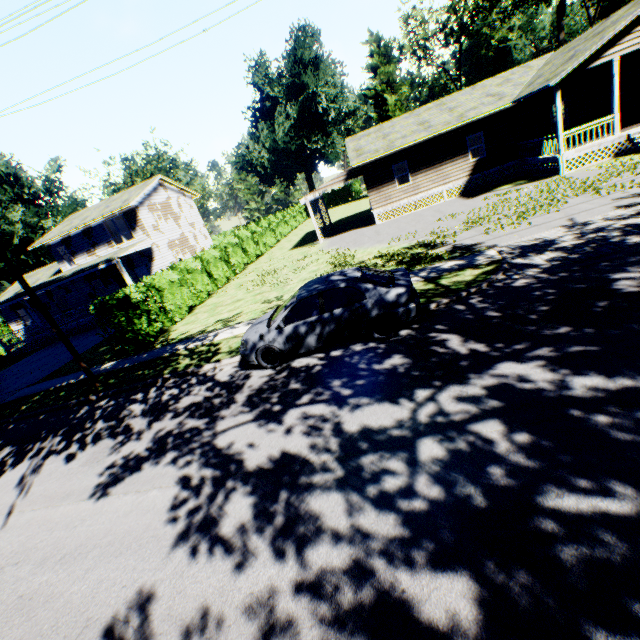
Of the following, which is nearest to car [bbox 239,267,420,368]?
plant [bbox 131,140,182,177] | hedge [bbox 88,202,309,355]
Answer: hedge [bbox 88,202,309,355]

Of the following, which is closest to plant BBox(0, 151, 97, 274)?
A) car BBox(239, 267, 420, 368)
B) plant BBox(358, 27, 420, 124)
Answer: plant BBox(358, 27, 420, 124)

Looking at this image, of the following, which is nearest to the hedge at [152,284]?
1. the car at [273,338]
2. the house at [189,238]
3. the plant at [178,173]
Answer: the house at [189,238]

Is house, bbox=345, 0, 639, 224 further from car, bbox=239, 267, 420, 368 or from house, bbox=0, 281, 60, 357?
house, bbox=0, 281, 60, 357

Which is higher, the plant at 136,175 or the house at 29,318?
the plant at 136,175

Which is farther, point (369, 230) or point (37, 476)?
point (369, 230)

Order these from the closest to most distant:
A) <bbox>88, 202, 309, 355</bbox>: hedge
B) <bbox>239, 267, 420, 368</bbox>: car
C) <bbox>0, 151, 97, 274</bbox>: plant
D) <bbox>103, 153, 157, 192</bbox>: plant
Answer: <bbox>239, 267, 420, 368</bbox>: car, <bbox>88, 202, 309, 355</bbox>: hedge, <bbox>0, 151, 97, 274</bbox>: plant, <bbox>103, 153, 157, 192</bbox>: plant

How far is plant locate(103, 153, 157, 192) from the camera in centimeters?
5084cm
